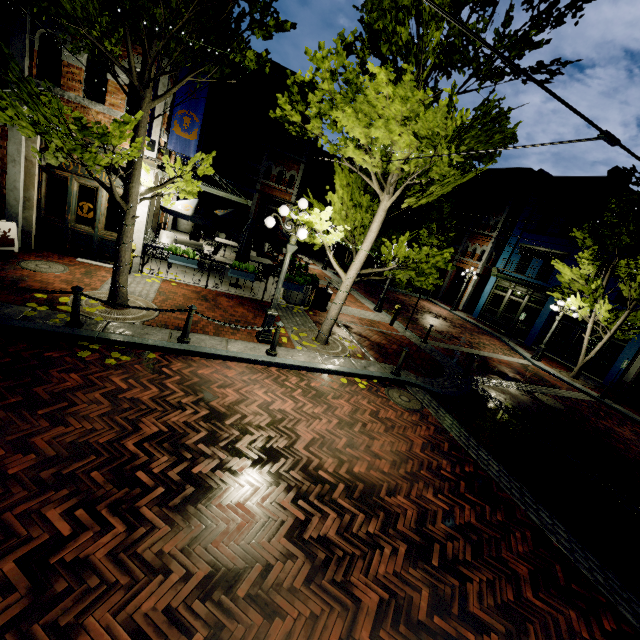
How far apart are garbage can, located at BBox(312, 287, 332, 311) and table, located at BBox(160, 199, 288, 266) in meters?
4.6 m

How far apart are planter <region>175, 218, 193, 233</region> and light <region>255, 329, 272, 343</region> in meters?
14.0 m

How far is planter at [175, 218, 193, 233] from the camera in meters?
19.3 m

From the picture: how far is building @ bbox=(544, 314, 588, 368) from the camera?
20.0m

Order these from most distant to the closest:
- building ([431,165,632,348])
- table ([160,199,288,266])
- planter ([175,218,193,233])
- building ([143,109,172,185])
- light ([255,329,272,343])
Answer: building ([431,165,632,348]) < planter ([175,218,193,233]) < table ([160,199,288,266]) < building ([143,109,172,185]) < light ([255,329,272,343])

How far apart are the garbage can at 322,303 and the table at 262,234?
4.57m

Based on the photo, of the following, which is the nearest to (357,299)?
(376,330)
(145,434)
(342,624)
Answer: (376,330)

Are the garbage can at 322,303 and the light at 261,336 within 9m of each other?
yes
